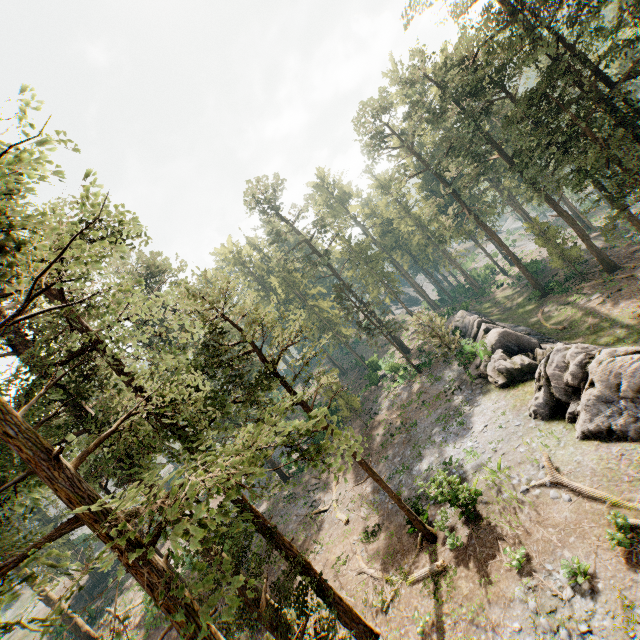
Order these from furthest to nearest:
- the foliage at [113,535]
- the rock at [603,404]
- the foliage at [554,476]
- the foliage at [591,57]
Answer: the foliage at [591,57]
the rock at [603,404]
the foliage at [554,476]
the foliage at [113,535]

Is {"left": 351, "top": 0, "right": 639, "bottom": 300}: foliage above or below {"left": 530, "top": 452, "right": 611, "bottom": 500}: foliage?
above

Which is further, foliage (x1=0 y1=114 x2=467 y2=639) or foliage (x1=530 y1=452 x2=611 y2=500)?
foliage (x1=530 y1=452 x2=611 y2=500)

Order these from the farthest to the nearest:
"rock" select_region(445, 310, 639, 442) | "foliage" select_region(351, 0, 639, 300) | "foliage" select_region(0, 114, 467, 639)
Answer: "foliage" select_region(351, 0, 639, 300) < "rock" select_region(445, 310, 639, 442) < "foliage" select_region(0, 114, 467, 639)

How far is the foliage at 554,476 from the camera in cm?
1248

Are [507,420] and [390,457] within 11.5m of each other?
yes

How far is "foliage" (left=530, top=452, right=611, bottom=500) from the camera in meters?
12.5 m
